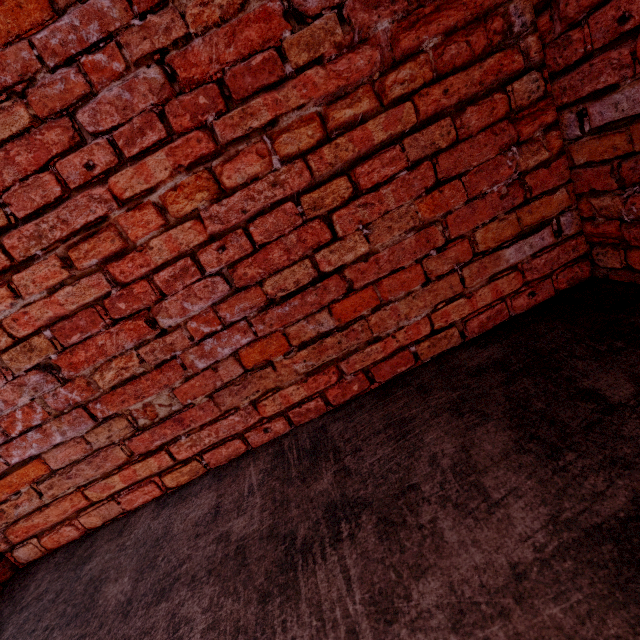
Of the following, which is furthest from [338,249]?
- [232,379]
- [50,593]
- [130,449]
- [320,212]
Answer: [50,593]
